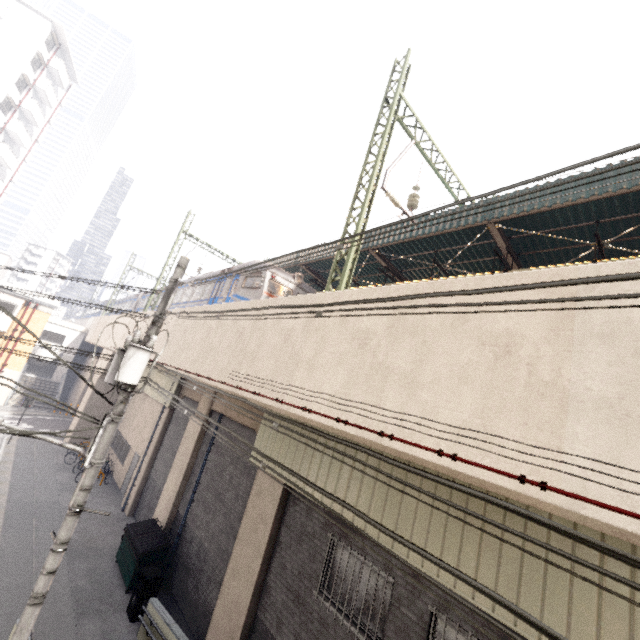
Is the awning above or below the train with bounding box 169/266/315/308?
below

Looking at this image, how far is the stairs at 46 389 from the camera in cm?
3127

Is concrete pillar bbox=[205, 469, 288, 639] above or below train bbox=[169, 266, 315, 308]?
below

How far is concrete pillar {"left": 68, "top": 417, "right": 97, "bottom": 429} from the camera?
22.2 meters

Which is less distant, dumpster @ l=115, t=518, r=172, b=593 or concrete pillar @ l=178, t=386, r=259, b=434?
dumpster @ l=115, t=518, r=172, b=593

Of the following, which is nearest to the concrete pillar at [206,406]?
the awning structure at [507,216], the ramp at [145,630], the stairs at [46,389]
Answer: the ramp at [145,630]

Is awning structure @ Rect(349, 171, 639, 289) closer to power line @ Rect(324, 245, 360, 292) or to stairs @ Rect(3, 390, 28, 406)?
power line @ Rect(324, 245, 360, 292)

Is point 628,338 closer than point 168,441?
Yes
